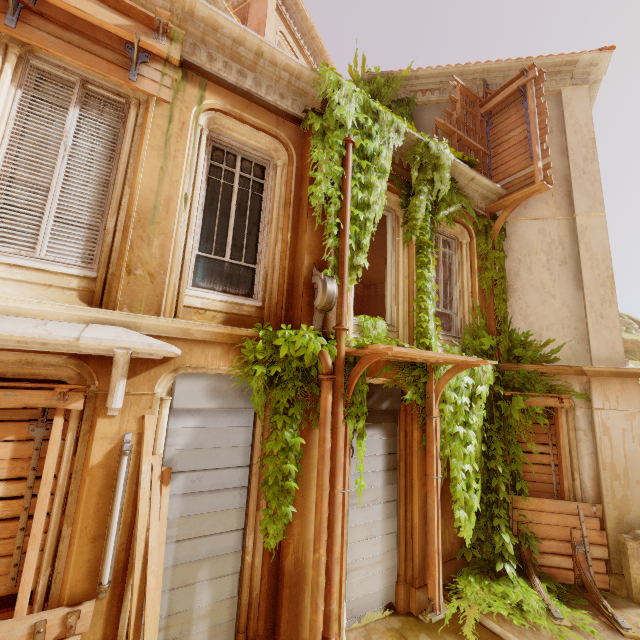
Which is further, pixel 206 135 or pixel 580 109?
pixel 580 109

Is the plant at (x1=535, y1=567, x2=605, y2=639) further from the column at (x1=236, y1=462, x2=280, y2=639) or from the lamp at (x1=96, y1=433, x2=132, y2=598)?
the lamp at (x1=96, y1=433, x2=132, y2=598)

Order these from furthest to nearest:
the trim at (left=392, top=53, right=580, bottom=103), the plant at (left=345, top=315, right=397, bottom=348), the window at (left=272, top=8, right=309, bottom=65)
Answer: the window at (left=272, top=8, right=309, bottom=65) < the trim at (left=392, top=53, right=580, bottom=103) < the plant at (left=345, top=315, right=397, bottom=348)

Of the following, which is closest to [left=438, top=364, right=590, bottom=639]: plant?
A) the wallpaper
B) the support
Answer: the support

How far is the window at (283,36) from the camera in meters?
10.8

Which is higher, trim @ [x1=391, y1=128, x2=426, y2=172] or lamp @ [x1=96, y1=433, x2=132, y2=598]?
trim @ [x1=391, y1=128, x2=426, y2=172]

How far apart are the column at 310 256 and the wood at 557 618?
5.9m

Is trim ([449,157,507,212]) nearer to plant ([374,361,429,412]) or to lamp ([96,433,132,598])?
plant ([374,361,429,412])
